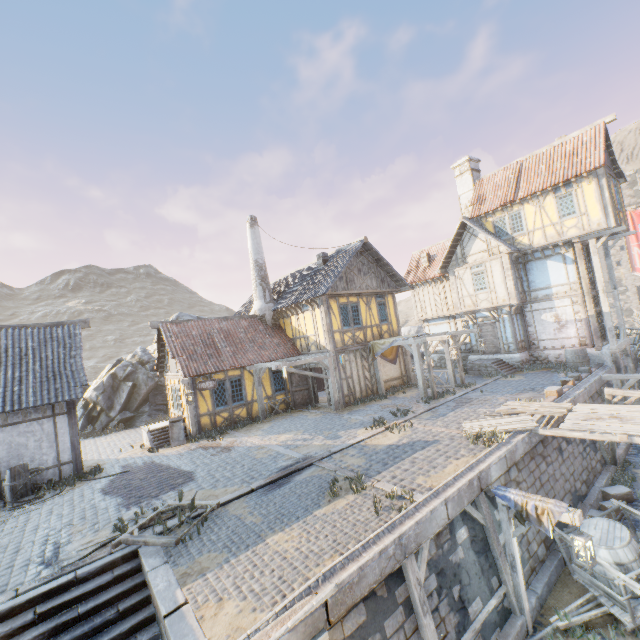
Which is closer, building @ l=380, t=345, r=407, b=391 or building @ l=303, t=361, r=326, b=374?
building @ l=303, t=361, r=326, b=374

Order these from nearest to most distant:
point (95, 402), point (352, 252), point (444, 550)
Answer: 1. point (444, 550)
2. point (352, 252)
3. point (95, 402)

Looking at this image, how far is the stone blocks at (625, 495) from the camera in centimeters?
1009cm

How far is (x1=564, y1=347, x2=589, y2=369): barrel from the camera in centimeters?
1664cm

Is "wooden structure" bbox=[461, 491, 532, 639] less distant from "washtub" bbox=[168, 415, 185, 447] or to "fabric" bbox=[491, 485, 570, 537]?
"fabric" bbox=[491, 485, 570, 537]

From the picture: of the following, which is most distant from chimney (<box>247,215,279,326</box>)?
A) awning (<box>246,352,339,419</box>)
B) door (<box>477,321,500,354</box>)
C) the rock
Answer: A: door (<box>477,321,500,354</box>)

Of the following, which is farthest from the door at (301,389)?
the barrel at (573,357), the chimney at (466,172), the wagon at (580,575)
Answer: the chimney at (466,172)

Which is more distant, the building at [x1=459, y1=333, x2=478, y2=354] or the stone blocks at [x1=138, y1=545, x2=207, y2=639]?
the building at [x1=459, y1=333, x2=478, y2=354]
